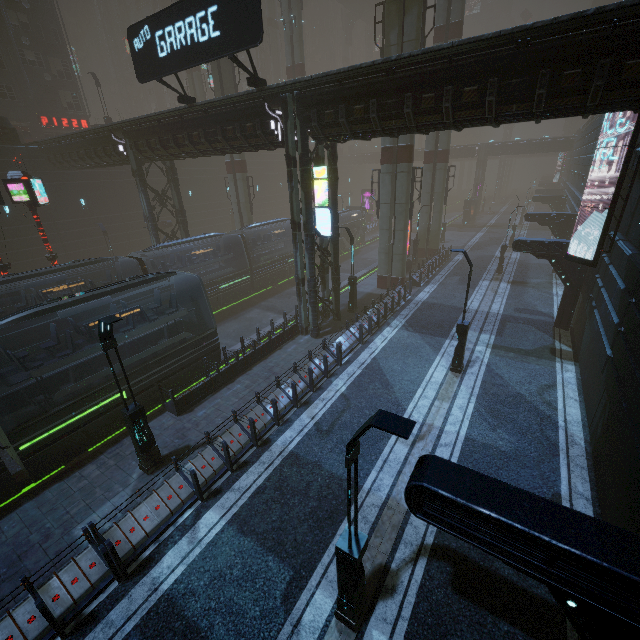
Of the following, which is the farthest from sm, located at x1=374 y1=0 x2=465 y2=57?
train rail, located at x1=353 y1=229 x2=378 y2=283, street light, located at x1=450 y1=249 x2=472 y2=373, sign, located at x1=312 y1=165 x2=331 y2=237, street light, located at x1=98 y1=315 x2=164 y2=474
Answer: street light, located at x1=98 y1=315 x2=164 y2=474

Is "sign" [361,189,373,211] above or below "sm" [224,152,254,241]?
below

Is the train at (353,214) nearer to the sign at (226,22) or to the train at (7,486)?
the train at (7,486)

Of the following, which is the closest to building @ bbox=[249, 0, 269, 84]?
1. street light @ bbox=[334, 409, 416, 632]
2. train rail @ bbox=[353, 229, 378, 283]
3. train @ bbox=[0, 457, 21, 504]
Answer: train rail @ bbox=[353, 229, 378, 283]

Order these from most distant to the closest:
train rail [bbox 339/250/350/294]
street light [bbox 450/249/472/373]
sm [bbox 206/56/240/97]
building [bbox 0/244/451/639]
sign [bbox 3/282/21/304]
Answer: train rail [bbox 339/250/350/294]
sm [bbox 206/56/240/97]
sign [bbox 3/282/21/304]
street light [bbox 450/249/472/373]
building [bbox 0/244/451/639]

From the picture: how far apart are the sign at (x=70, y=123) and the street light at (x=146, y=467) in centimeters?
4156cm

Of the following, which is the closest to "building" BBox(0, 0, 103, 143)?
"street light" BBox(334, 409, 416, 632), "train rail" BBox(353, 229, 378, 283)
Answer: "train rail" BBox(353, 229, 378, 283)

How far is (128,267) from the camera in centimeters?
1931cm
